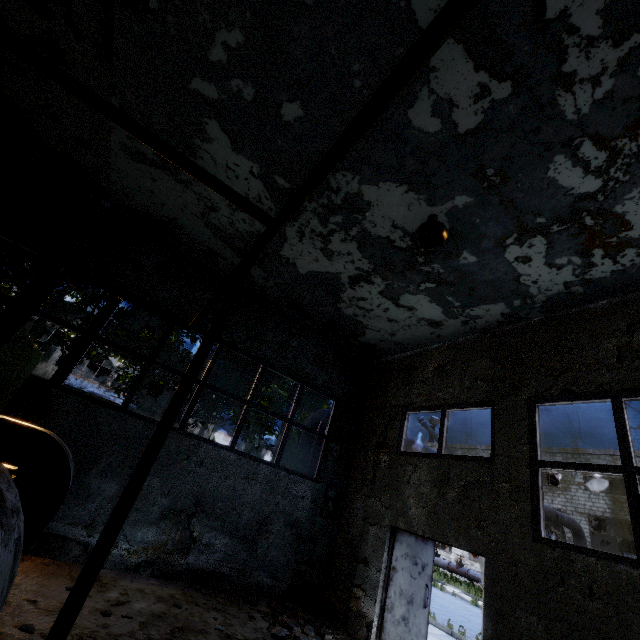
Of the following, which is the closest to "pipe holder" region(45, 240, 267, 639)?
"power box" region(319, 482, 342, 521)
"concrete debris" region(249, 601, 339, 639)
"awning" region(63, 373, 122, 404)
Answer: "concrete debris" region(249, 601, 339, 639)

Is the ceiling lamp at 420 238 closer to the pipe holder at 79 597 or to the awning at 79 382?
the pipe holder at 79 597

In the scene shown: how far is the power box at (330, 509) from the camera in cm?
868

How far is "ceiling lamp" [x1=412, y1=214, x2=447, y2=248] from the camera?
5.3m

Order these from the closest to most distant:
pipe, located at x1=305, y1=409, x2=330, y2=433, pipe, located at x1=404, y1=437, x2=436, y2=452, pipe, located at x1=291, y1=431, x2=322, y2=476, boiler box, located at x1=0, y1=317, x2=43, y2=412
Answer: boiler box, located at x1=0, y1=317, x2=43, y2=412, pipe, located at x1=291, y1=431, x2=322, y2=476, pipe, located at x1=305, y1=409, x2=330, y2=433, pipe, located at x1=404, y1=437, x2=436, y2=452

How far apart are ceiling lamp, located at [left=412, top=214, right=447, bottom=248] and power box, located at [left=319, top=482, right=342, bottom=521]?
6.9m

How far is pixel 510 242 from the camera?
5.6m

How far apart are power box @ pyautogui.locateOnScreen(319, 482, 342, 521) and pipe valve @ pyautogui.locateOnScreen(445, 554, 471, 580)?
21.37m
